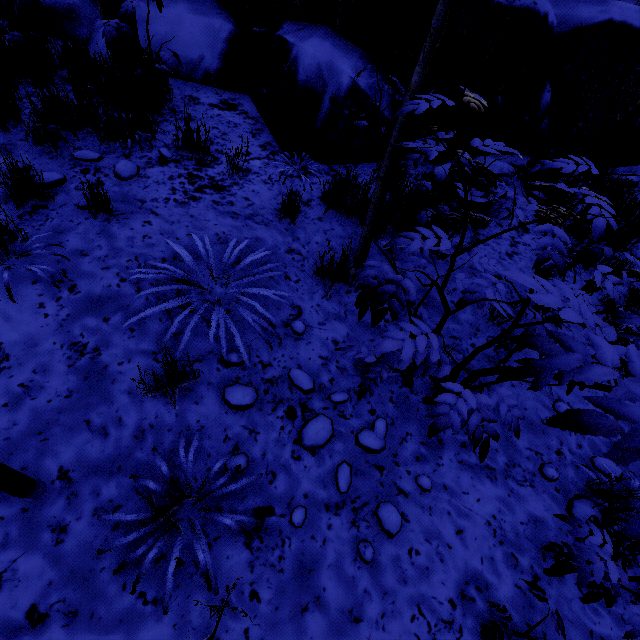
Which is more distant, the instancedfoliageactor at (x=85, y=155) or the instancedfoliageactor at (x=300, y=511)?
the instancedfoliageactor at (x=85, y=155)

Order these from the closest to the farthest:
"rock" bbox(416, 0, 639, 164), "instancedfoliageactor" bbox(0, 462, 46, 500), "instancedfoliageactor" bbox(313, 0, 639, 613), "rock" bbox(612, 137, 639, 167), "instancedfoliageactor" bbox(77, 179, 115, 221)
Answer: "instancedfoliageactor" bbox(313, 0, 639, 613) < "instancedfoliageactor" bbox(0, 462, 46, 500) < "instancedfoliageactor" bbox(77, 179, 115, 221) < "rock" bbox(416, 0, 639, 164) < "rock" bbox(612, 137, 639, 167)

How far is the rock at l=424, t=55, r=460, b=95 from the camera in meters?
3.8 m

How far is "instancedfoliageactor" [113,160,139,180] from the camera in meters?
3.1 m

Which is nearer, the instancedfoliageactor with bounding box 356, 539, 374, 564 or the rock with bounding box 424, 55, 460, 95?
the instancedfoliageactor with bounding box 356, 539, 374, 564

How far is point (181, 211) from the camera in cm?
296
